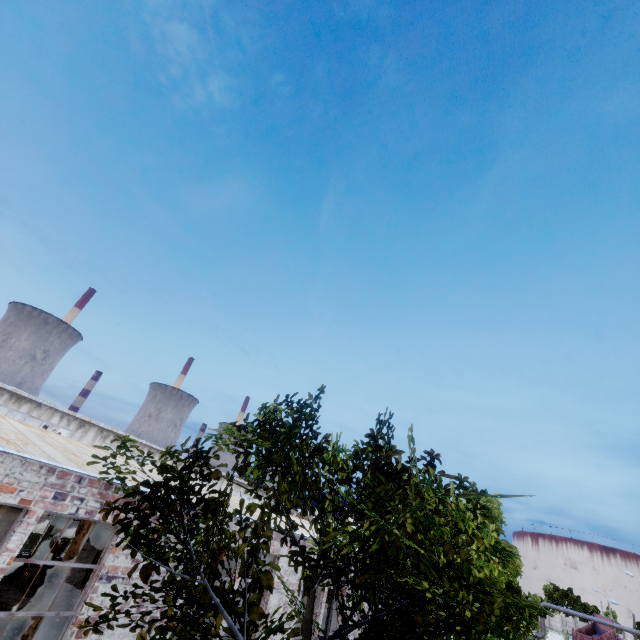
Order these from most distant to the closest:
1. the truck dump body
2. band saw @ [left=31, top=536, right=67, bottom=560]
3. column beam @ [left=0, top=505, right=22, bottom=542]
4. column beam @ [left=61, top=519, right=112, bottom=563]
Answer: the truck dump body → band saw @ [left=31, top=536, right=67, bottom=560] → column beam @ [left=0, top=505, right=22, bottom=542] → column beam @ [left=61, top=519, right=112, bottom=563]

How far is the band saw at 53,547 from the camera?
14.39m

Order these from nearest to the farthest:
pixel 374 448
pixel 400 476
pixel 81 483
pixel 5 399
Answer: pixel 374 448 < pixel 400 476 < pixel 81 483 < pixel 5 399

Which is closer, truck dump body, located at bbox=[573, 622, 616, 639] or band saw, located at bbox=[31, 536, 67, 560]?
band saw, located at bbox=[31, 536, 67, 560]

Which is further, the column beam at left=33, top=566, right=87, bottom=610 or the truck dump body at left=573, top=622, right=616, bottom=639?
the truck dump body at left=573, top=622, right=616, bottom=639

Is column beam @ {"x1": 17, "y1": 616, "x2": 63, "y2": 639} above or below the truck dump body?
below

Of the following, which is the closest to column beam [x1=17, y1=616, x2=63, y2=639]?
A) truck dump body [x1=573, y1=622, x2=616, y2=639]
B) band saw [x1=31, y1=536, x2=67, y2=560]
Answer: band saw [x1=31, y1=536, x2=67, y2=560]

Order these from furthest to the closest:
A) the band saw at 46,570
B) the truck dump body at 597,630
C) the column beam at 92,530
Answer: the truck dump body at 597,630 < the band saw at 46,570 < the column beam at 92,530
